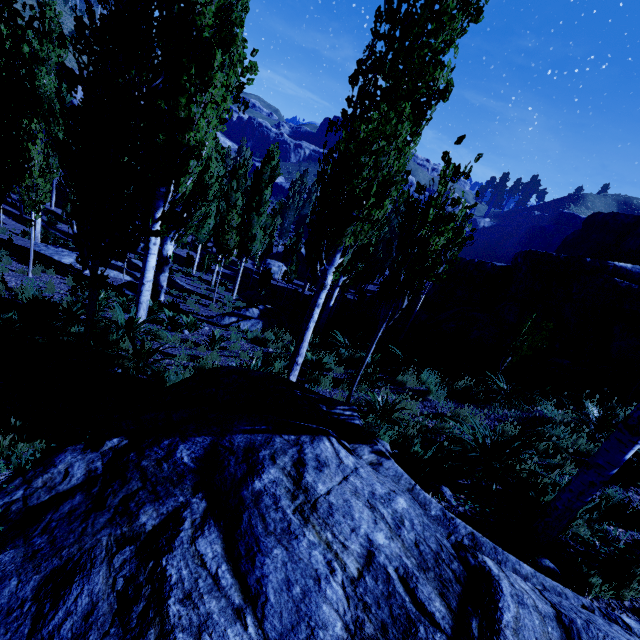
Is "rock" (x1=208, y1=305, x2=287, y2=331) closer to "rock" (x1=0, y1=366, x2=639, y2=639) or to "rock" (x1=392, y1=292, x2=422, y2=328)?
"rock" (x1=392, y1=292, x2=422, y2=328)

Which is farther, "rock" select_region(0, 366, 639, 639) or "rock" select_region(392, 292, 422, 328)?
"rock" select_region(392, 292, 422, 328)

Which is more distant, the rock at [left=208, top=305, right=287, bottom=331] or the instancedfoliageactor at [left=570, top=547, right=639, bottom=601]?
the rock at [left=208, top=305, right=287, bottom=331]

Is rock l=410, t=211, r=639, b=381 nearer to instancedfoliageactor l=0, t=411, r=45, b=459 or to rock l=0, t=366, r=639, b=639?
instancedfoliageactor l=0, t=411, r=45, b=459

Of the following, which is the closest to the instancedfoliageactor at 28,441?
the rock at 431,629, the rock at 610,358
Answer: the rock at 431,629

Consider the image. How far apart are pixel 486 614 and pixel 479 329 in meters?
10.9

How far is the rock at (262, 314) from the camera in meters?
12.9

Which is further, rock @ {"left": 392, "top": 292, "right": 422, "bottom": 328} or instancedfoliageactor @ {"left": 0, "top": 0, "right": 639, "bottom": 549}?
rock @ {"left": 392, "top": 292, "right": 422, "bottom": 328}
